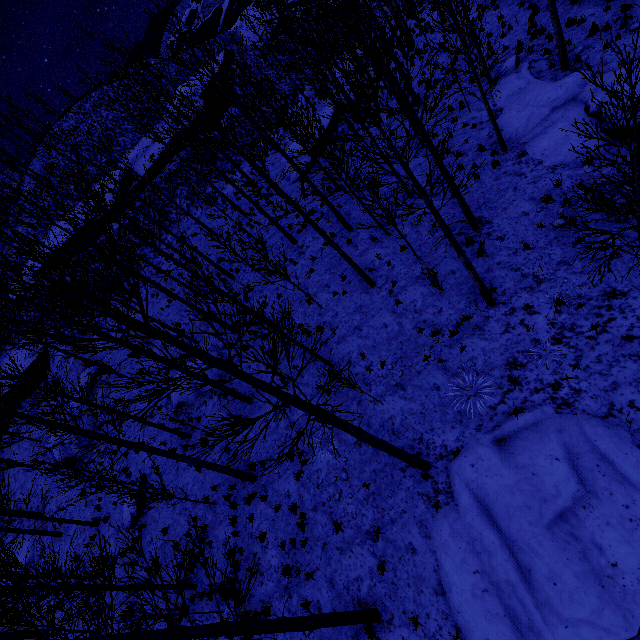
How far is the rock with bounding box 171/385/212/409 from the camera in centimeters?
1592cm

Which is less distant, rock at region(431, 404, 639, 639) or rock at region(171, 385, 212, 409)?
rock at region(431, 404, 639, 639)

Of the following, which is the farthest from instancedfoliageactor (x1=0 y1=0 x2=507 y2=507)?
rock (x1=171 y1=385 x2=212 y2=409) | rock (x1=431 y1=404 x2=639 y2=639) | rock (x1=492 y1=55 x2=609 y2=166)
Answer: rock (x1=492 y1=55 x2=609 y2=166)

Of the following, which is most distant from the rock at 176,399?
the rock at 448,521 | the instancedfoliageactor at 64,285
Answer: the rock at 448,521

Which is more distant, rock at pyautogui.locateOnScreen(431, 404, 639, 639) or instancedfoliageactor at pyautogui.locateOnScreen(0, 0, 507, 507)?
rock at pyautogui.locateOnScreen(431, 404, 639, 639)

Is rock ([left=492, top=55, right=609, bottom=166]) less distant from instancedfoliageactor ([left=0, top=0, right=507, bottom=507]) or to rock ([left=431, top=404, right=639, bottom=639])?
rock ([left=431, top=404, right=639, bottom=639])

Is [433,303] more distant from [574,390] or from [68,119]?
[68,119]

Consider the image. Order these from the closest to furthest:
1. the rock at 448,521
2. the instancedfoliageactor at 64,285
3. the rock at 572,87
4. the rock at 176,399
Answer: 1. the instancedfoliageactor at 64,285
2. the rock at 448,521
3. the rock at 572,87
4. the rock at 176,399
